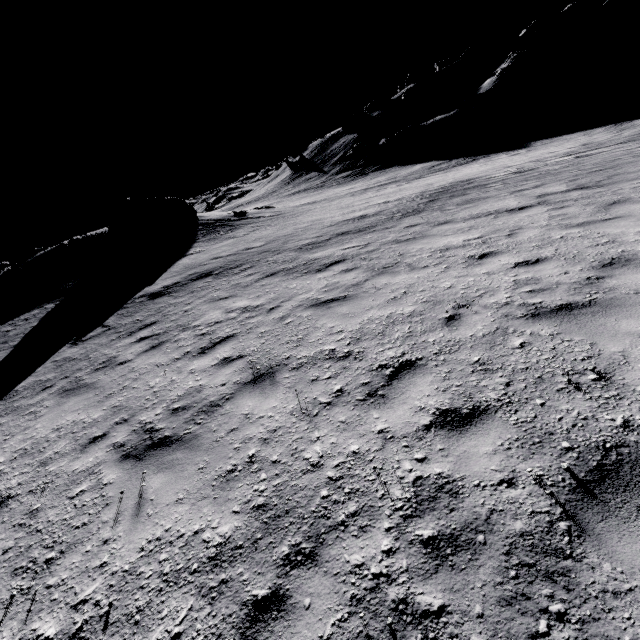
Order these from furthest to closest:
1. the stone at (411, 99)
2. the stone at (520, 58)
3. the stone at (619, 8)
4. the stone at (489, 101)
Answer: the stone at (411, 99) → the stone at (619, 8) → the stone at (520, 58) → the stone at (489, 101)

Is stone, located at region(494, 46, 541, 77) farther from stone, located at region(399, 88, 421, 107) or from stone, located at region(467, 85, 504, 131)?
stone, located at region(399, 88, 421, 107)

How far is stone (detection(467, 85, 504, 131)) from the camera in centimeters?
4119cm

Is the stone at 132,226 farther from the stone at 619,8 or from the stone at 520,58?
the stone at 619,8

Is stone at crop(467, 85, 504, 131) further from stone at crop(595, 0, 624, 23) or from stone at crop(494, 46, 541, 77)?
stone at crop(595, 0, 624, 23)

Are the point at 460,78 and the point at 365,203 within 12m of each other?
no

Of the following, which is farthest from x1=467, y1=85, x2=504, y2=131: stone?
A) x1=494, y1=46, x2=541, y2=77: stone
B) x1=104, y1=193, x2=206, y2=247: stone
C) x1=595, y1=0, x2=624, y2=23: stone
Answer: x1=104, y1=193, x2=206, y2=247: stone

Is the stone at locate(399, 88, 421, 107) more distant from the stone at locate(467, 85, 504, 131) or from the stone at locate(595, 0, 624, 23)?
the stone at locate(595, 0, 624, 23)
